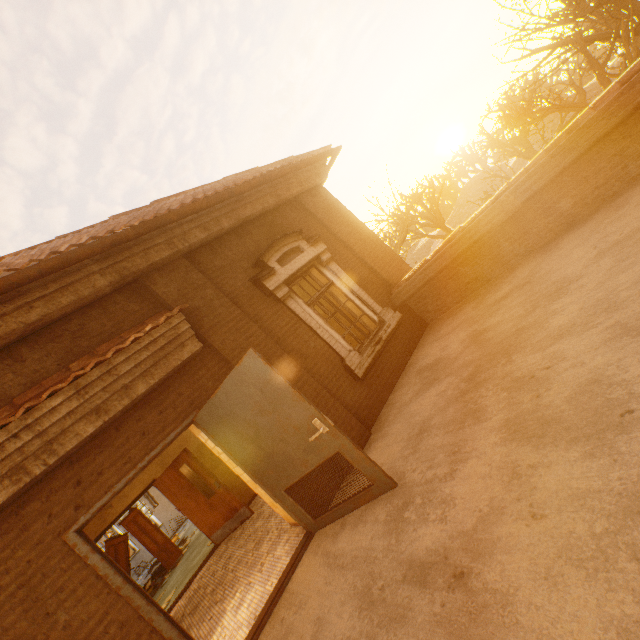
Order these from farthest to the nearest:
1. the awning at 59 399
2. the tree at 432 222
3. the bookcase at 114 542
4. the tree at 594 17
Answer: the tree at 432 222 < the tree at 594 17 < the bookcase at 114 542 < the awning at 59 399

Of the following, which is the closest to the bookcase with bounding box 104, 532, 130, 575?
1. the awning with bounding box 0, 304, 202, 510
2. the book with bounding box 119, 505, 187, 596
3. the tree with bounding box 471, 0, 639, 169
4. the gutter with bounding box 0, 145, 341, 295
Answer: the book with bounding box 119, 505, 187, 596

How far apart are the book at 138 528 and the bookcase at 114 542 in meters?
0.0

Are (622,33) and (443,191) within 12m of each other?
no

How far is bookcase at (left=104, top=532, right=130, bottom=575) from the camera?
10.0m

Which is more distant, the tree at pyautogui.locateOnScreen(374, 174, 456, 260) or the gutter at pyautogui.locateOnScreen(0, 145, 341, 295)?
the tree at pyautogui.locateOnScreen(374, 174, 456, 260)

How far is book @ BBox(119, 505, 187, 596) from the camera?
10.1 meters

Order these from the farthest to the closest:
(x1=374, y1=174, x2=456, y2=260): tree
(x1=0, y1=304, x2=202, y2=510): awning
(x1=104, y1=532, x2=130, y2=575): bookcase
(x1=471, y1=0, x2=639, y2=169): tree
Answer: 1. (x1=374, y1=174, x2=456, y2=260): tree
2. (x1=471, y1=0, x2=639, y2=169): tree
3. (x1=104, y1=532, x2=130, y2=575): bookcase
4. (x1=0, y1=304, x2=202, y2=510): awning
